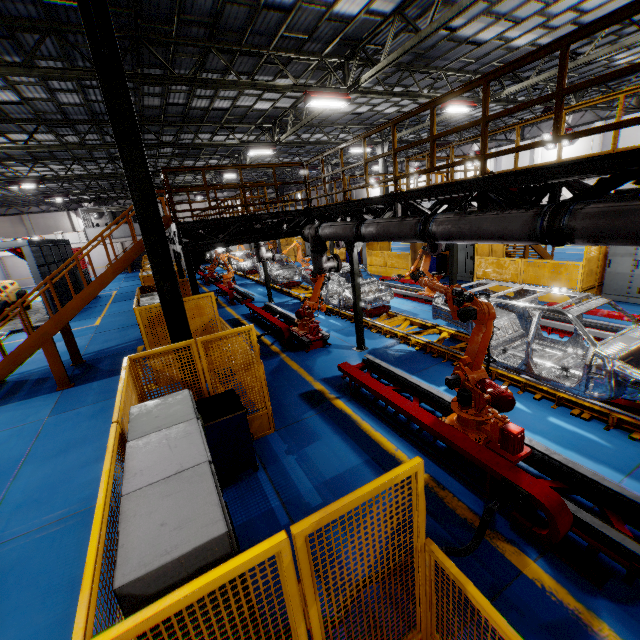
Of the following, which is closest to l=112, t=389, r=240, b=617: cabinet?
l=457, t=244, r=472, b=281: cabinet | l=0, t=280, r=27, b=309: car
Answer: l=457, t=244, r=472, b=281: cabinet

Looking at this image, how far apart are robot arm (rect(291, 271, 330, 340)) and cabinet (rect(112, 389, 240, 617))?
6.0m

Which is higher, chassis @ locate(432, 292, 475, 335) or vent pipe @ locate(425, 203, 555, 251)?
vent pipe @ locate(425, 203, 555, 251)

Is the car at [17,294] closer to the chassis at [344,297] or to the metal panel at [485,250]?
the metal panel at [485,250]

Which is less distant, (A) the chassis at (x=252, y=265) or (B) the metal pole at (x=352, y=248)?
(B) the metal pole at (x=352, y=248)

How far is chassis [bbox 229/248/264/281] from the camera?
20.88m

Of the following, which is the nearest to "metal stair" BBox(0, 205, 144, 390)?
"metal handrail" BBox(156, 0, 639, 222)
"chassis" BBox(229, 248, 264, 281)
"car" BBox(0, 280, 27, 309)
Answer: "metal handrail" BBox(156, 0, 639, 222)

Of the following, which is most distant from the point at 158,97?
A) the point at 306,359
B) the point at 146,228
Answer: the point at 306,359
